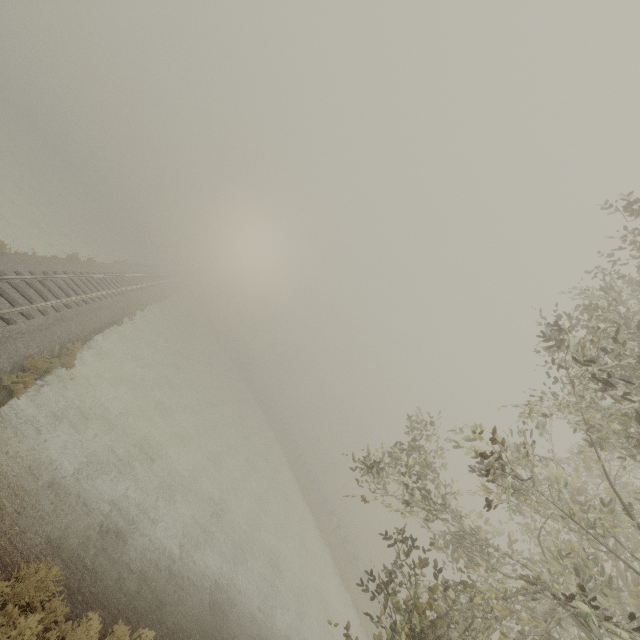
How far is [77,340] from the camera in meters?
16.7 m
